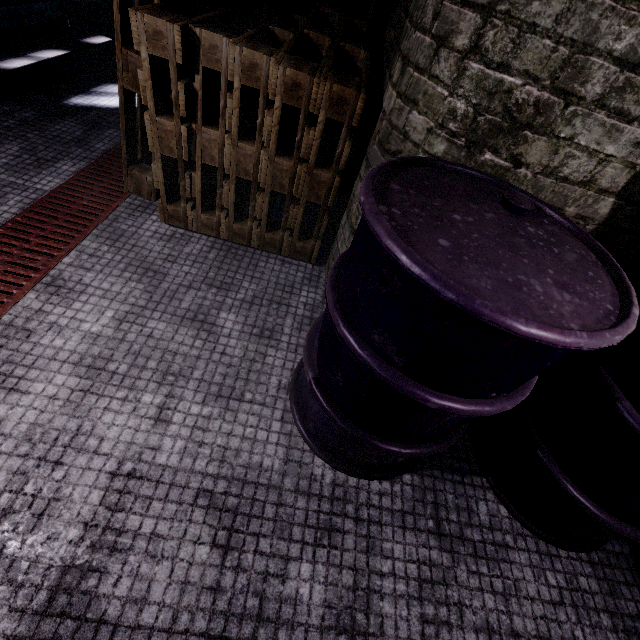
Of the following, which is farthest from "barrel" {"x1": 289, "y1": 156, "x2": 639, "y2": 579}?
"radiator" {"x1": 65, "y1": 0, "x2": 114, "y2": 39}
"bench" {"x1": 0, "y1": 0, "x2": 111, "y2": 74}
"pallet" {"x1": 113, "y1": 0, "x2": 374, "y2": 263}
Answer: "radiator" {"x1": 65, "y1": 0, "x2": 114, "y2": 39}

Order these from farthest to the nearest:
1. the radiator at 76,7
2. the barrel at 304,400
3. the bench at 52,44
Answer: the radiator at 76,7
the bench at 52,44
the barrel at 304,400

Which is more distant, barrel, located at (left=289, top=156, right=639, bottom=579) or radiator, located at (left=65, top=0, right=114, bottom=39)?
radiator, located at (left=65, top=0, right=114, bottom=39)

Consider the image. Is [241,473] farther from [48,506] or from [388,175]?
[388,175]

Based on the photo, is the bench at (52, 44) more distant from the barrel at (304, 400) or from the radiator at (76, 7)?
the barrel at (304, 400)

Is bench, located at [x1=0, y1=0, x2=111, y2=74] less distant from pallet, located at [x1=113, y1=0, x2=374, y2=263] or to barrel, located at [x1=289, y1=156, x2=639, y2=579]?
pallet, located at [x1=113, y1=0, x2=374, y2=263]

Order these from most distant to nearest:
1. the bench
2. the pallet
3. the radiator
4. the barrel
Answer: the radiator, the bench, the pallet, the barrel

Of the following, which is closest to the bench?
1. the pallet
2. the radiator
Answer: the radiator
